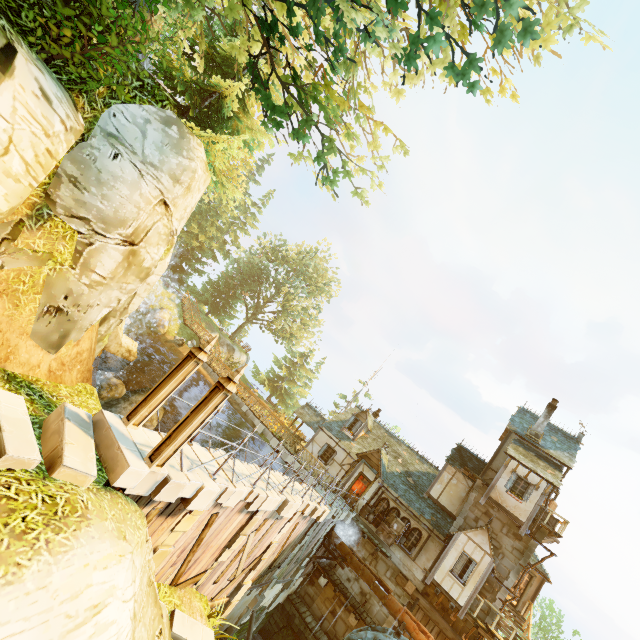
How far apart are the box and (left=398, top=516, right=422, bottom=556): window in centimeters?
1cm

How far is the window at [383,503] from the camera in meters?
21.2 m

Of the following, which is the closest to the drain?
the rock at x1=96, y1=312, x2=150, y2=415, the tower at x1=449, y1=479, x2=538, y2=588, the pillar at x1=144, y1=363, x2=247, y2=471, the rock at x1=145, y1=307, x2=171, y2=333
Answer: the tower at x1=449, y1=479, x2=538, y2=588

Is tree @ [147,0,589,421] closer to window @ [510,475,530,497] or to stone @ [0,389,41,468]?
stone @ [0,389,41,468]

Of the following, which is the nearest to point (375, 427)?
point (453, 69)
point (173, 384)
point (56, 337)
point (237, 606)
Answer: point (237, 606)

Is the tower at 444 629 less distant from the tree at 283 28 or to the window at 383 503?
the window at 383 503

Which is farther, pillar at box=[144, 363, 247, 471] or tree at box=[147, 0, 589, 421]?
pillar at box=[144, 363, 247, 471]

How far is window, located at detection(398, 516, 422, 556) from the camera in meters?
19.9
